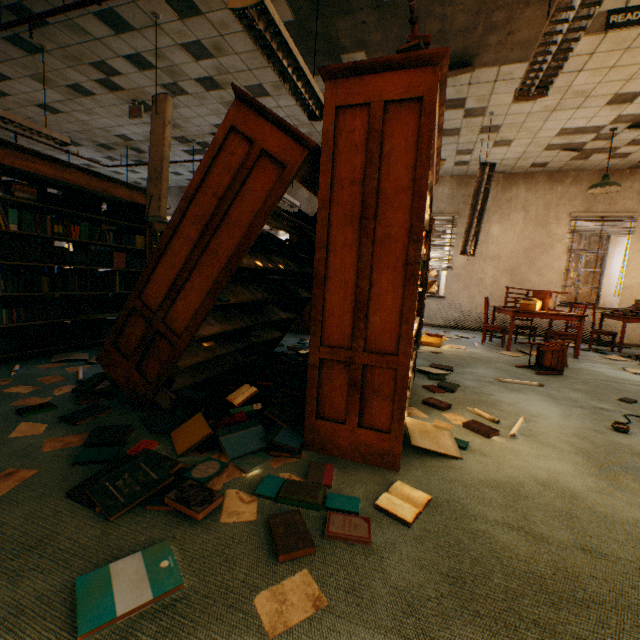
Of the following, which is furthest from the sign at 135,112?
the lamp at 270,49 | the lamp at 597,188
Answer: the lamp at 597,188

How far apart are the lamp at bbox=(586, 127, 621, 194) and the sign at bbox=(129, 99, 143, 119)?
8.00m

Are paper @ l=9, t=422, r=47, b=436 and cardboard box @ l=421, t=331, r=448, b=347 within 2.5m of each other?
no

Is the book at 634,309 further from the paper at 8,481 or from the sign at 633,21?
the paper at 8,481

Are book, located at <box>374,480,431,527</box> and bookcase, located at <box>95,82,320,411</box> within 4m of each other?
yes

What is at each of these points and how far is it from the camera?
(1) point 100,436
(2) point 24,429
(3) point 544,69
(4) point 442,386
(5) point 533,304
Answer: (1) book, 1.9 meters
(2) paper, 2.1 meters
(3) lamp, 2.5 meters
(4) book, 3.4 meters
(5) cardboard box, 5.7 meters

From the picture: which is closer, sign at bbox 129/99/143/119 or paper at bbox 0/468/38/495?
paper at bbox 0/468/38/495

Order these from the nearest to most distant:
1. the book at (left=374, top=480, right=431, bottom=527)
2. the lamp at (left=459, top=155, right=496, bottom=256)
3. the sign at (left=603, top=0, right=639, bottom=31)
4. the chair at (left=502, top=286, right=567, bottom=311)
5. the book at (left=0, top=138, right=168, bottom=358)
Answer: the book at (left=374, top=480, right=431, bottom=527)
the sign at (left=603, top=0, right=639, bottom=31)
the book at (left=0, top=138, right=168, bottom=358)
the lamp at (left=459, top=155, right=496, bottom=256)
the chair at (left=502, top=286, right=567, bottom=311)
